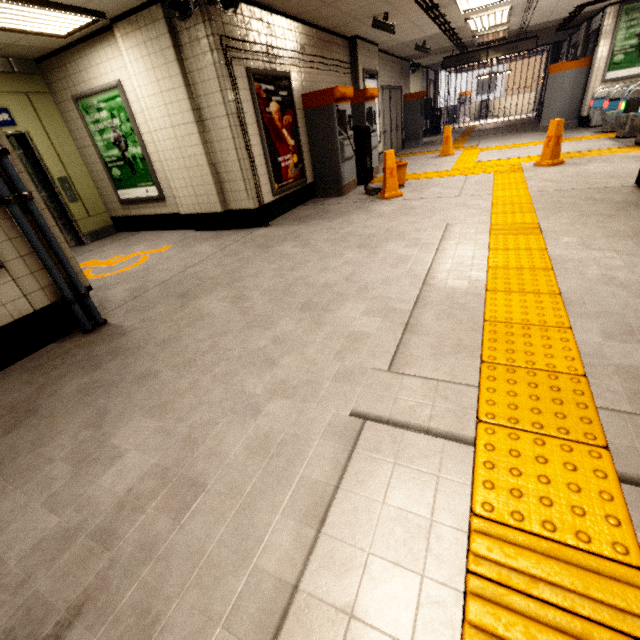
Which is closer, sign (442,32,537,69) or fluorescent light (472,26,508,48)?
fluorescent light (472,26,508,48)

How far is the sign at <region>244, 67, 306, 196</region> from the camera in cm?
494

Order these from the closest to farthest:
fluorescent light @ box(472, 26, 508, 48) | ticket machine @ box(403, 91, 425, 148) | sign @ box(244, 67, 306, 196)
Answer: sign @ box(244, 67, 306, 196) → fluorescent light @ box(472, 26, 508, 48) → ticket machine @ box(403, 91, 425, 148)

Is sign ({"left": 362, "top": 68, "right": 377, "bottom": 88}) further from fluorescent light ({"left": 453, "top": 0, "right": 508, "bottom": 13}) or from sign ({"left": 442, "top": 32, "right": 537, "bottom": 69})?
sign ({"left": 442, "top": 32, "right": 537, "bottom": 69})

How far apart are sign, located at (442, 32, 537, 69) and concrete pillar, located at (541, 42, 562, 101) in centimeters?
662cm

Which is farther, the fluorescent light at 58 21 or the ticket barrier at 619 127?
the ticket barrier at 619 127

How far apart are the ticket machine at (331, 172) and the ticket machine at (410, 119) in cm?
768

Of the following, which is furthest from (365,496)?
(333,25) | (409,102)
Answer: (409,102)
